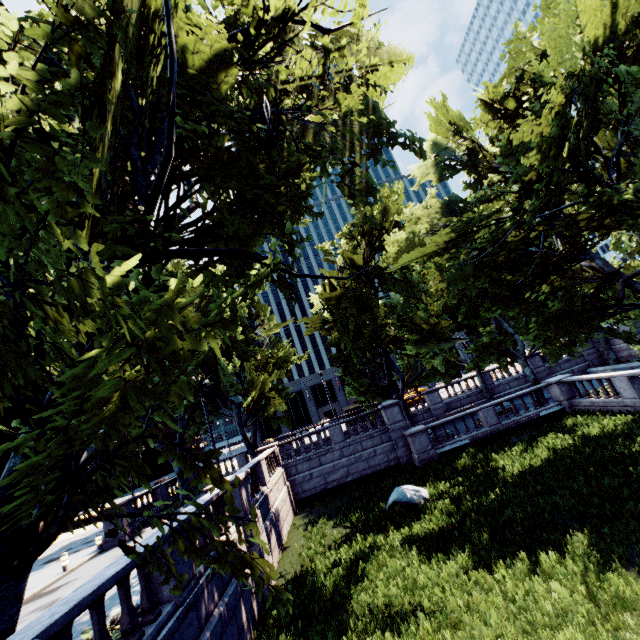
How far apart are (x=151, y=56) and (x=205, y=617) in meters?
13.1 m

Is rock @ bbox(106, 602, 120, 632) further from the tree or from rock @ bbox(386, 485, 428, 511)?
rock @ bbox(386, 485, 428, 511)

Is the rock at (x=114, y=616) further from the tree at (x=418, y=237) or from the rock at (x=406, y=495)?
the rock at (x=406, y=495)

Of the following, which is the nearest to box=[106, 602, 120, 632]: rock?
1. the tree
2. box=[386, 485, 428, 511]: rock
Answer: the tree

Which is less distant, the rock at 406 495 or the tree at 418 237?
the tree at 418 237

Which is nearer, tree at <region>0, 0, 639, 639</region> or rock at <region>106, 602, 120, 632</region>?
tree at <region>0, 0, 639, 639</region>

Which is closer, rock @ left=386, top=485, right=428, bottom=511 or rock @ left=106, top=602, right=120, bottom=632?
rock @ left=106, top=602, right=120, bottom=632
